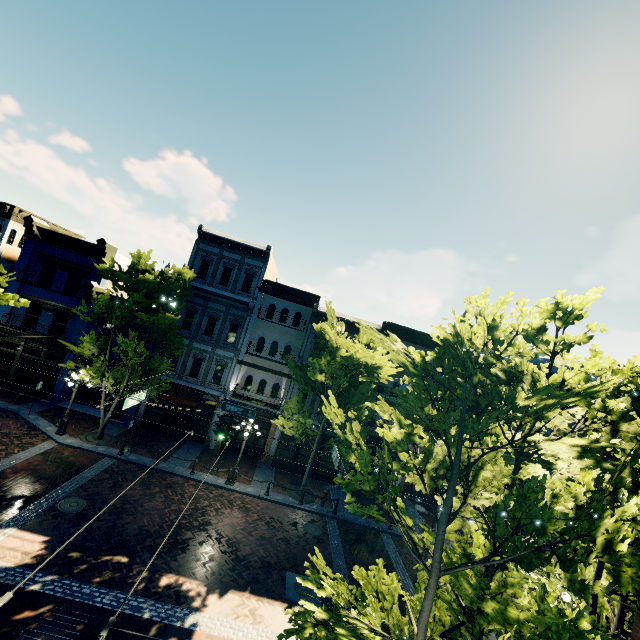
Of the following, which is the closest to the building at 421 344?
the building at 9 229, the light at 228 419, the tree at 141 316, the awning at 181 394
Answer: the tree at 141 316

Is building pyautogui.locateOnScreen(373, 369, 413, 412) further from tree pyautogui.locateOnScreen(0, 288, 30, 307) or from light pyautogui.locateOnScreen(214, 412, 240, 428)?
light pyautogui.locateOnScreen(214, 412, 240, 428)

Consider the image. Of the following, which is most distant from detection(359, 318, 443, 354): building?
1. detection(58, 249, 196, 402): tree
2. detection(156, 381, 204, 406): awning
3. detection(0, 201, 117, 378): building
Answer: detection(156, 381, 204, 406): awning

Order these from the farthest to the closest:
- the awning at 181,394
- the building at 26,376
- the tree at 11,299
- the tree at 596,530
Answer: the building at 26,376 → the awning at 181,394 → the tree at 11,299 → the tree at 596,530

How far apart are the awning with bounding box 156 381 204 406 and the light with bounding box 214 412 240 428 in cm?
785

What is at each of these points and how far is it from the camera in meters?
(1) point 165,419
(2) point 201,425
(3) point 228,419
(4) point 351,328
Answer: A:
(1) building, 21.9
(2) building, 22.1
(3) light, 13.0
(4) building, 22.9

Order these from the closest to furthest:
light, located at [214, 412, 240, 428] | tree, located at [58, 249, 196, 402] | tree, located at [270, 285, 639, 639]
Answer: tree, located at [270, 285, 639, 639] → light, located at [214, 412, 240, 428] → tree, located at [58, 249, 196, 402]

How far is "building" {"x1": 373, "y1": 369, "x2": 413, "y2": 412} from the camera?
22.43m
